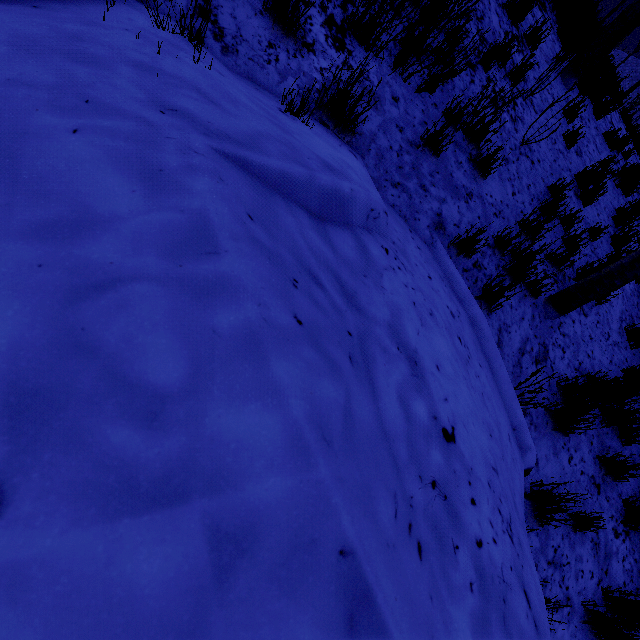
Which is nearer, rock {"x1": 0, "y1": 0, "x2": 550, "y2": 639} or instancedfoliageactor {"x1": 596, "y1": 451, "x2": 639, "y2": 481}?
rock {"x1": 0, "y1": 0, "x2": 550, "y2": 639}

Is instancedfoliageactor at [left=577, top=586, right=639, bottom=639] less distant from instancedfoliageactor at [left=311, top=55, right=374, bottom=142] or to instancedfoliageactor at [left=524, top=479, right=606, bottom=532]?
instancedfoliageactor at [left=524, top=479, right=606, bottom=532]

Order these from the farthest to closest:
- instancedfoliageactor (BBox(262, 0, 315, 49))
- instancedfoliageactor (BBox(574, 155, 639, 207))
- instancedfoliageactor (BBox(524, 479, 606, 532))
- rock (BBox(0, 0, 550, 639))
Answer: instancedfoliageactor (BBox(574, 155, 639, 207)) → instancedfoliageactor (BBox(524, 479, 606, 532)) → instancedfoliageactor (BBox(262, 0, 315, 49)) → rock (BBox(0, 0, 550, 639))

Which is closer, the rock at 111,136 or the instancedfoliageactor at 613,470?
the rock at 111,136

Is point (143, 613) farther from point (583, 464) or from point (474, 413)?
point (583, 464)

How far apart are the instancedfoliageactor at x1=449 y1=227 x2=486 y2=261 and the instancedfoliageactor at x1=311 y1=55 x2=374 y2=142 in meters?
1.4

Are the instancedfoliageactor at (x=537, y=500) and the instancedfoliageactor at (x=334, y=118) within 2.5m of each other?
no

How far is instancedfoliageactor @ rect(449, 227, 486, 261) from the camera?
2.9 meters
